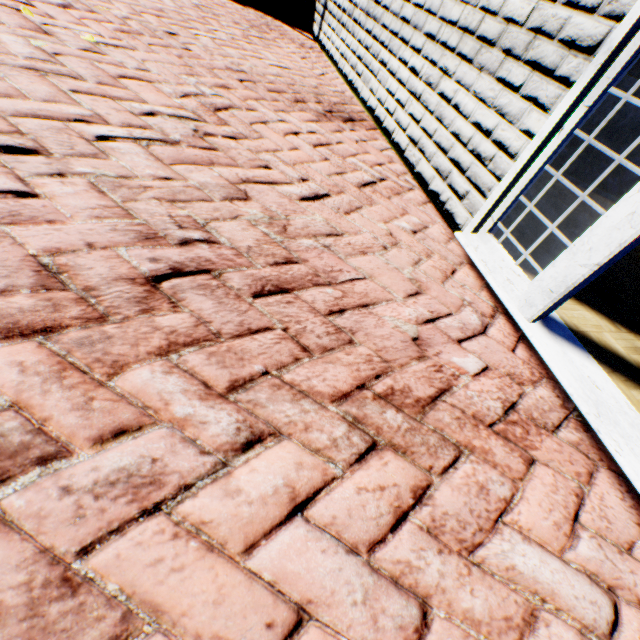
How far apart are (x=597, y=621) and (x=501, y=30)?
2.7m
